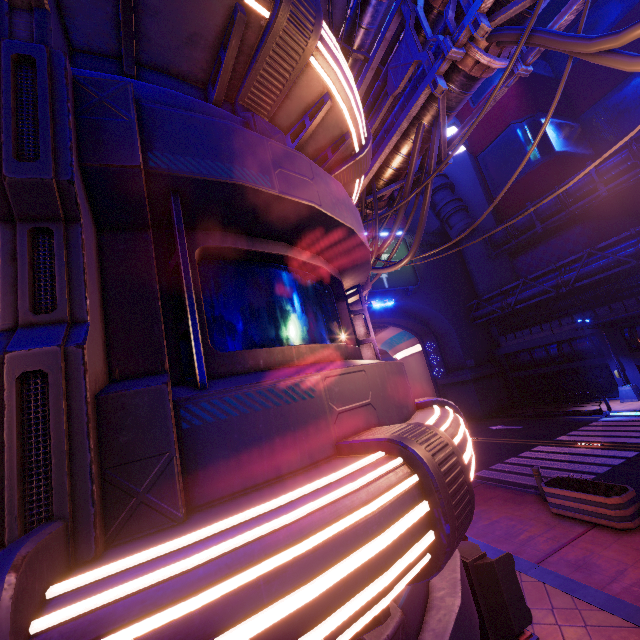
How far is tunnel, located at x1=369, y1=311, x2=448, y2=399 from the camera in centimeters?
3309cm

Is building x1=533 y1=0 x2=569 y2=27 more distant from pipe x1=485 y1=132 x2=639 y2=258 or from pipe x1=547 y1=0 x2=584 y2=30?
pipe x1=547 y1=0 x2=584 y2=30

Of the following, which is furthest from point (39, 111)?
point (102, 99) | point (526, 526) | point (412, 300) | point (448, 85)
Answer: point (412, 300)

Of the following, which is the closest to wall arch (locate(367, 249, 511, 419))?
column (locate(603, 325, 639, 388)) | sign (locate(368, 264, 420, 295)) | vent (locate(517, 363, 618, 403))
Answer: sign (locate(368, 264, 420, 295))

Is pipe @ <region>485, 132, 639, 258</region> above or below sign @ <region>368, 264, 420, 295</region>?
above

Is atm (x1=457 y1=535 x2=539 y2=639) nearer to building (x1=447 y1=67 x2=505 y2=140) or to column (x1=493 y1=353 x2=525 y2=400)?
column (x1=493 y1=353 x2=525 y2=400)

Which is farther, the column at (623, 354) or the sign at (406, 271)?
the sign at (406, 271)

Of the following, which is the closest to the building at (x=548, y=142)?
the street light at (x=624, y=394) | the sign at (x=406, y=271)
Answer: the sign at (x=406, y=271)
